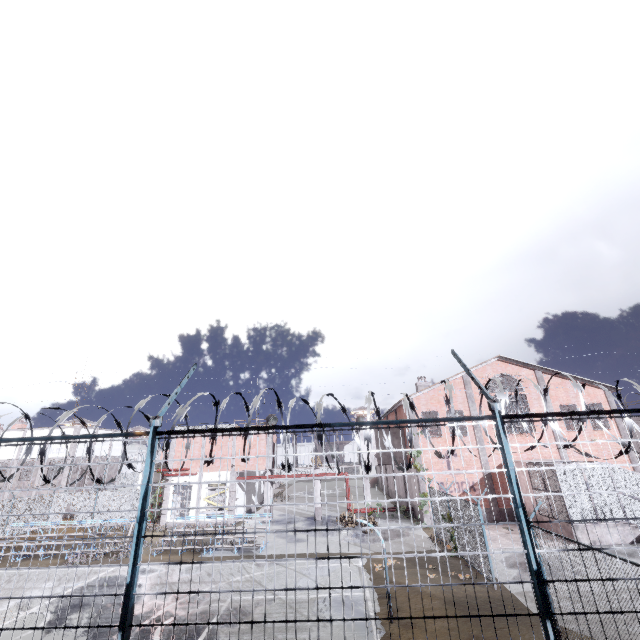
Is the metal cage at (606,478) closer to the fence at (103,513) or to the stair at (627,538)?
the stair at (627,538)

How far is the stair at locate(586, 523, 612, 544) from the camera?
17.31m

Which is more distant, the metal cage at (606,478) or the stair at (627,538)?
the metal cage at (606,478)

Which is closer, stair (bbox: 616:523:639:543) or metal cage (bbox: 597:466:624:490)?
stair (bbox: 616:523:639:543)

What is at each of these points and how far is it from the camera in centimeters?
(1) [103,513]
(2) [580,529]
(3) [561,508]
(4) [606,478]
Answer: (1) fence, 2850cm
(2) stair, 1758cm
(3) metal cage, 1844cm
(4) metal cage, 1845cm

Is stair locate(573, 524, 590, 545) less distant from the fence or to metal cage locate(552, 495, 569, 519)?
metal cage locate(552, 495, 569, 519)

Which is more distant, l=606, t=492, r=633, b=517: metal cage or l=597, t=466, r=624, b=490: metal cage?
l=597, t=466, r=624, b=490: metal cage

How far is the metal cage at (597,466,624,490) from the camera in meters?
18.2
